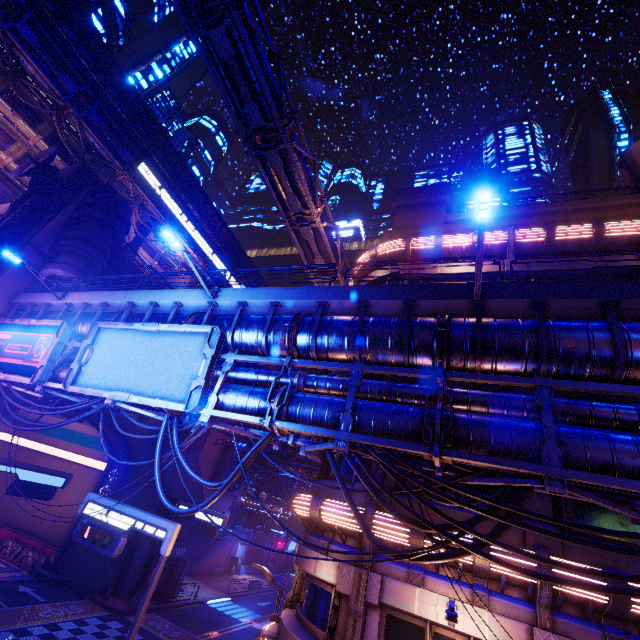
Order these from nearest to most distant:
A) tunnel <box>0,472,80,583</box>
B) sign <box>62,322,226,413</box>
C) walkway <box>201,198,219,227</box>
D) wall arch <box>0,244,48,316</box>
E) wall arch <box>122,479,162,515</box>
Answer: sign <box>62,322,226,413</box>, wall arch <box>0,244,48,316</box>, tunnel <box>0,472,80,583</box>, wall arch <box>122,479,162,515</box>, walkway <box>201,198,219,227</box>

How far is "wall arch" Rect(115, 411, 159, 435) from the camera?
27.43m

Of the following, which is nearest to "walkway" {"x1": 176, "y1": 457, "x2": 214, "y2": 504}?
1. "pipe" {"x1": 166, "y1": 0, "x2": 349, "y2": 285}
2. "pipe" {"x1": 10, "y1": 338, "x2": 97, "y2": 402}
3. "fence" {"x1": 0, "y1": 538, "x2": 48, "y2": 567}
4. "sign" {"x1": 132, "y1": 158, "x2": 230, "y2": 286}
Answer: "pipe" {"x1": 166, "y1": 0, "x2": 349, "y2": 285}

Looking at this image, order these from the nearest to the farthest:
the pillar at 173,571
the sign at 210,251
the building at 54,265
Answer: the building at 54,265 → the pillar at 173,571 → the sign at 210,251

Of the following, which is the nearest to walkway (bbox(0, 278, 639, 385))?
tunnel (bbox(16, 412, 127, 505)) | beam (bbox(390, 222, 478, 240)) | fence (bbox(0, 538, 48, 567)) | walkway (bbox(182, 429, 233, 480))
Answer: tunnel (bbox(16, 412, 127, 505))

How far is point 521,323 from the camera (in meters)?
8.95

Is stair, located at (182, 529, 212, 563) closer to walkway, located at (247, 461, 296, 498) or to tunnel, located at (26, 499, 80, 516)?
walkway, located at (247, 461, 296, 498)

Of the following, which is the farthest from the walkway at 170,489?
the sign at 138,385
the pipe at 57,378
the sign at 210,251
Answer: the sign at 210,251
